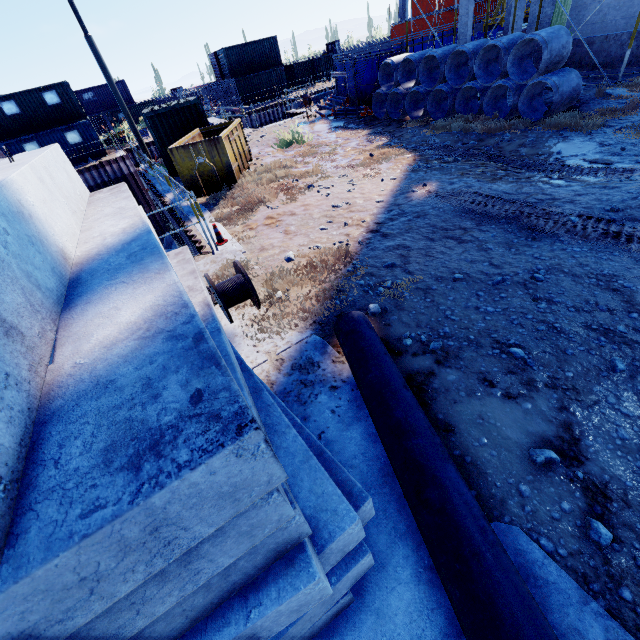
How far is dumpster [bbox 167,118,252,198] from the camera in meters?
10.4

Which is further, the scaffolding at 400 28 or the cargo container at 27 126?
the cargo container at 27 126

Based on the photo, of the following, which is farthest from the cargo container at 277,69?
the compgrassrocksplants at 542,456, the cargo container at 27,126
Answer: the compgrassrocksplants at 542,456

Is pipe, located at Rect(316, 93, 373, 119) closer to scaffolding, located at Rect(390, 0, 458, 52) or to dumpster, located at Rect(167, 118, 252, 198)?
scaffolding, located at Rect(390, 0, 458, 52)

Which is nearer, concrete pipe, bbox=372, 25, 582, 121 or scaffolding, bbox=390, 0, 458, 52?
concrete pipe, bbox=372, 25, 582, 121

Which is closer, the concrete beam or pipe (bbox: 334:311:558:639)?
the concrete beam

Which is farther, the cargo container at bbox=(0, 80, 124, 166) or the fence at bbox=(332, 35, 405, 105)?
the cargo container at bbox=(0, 80, 124, 166)

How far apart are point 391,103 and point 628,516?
17.1m
